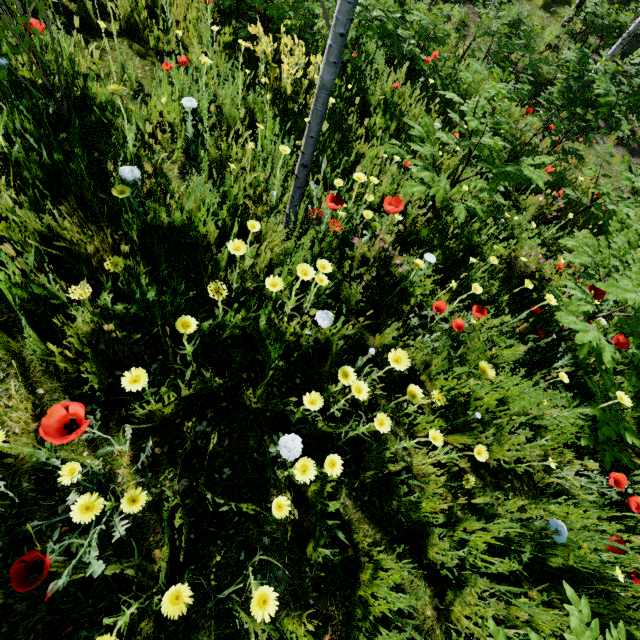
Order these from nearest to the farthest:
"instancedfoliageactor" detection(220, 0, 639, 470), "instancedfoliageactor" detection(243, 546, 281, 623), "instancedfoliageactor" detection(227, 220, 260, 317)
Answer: "instancedfoliageactor" detection(243, 546, 281, 623)
"instancedfoliageactor" detection(227, 220, 260, 317)
"instancedfoliageactor" detection(220, 0, 639, 470)

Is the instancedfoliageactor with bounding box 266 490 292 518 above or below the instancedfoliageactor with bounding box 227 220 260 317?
below

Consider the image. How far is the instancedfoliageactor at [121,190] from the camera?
1.4m

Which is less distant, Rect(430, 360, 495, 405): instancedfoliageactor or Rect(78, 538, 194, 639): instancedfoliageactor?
Rect(78, 538, 194, 639): instancedfoliageactor

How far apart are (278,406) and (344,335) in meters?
0.7

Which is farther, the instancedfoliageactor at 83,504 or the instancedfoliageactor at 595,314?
the instancedfoliageactor at 595,314
